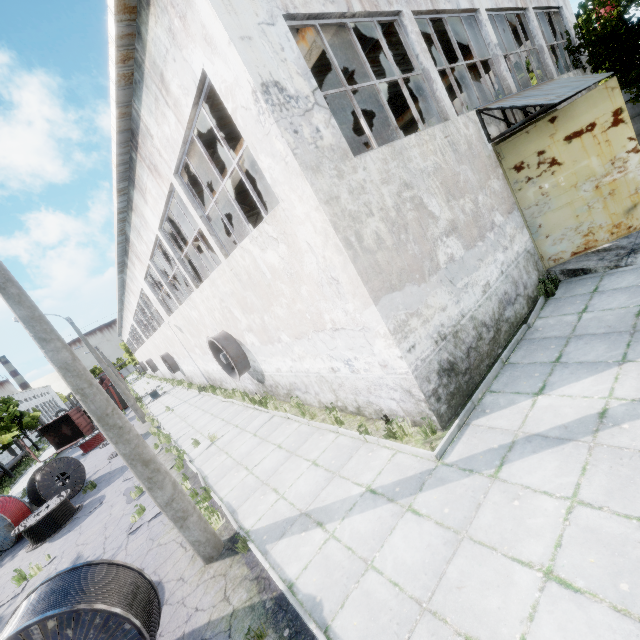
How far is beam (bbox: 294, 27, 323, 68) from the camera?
A: 7.02m

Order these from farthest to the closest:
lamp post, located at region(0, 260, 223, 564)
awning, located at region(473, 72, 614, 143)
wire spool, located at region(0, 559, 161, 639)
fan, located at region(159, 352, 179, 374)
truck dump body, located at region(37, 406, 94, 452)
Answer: truck dump body, located at region(37, 406, 94, 452)
fan, located at region(159, 352, 179, 374)
awning, located at region(473, 72, 614, 143)
lamp post, located at region(0, 260, 223, 564)
wire spool, located at region(0, 559, 161, 639)

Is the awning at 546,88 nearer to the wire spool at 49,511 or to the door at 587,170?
the door at 587,170

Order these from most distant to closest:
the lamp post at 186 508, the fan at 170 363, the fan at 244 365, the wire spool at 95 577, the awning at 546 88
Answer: the fan at 170 363 < the fan at 244 365 < the awning at 546 88 < the lamp post at 186 508 < the wire spool at 95 577

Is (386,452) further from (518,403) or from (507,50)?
(507,50)

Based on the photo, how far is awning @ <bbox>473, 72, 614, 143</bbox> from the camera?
7.86m

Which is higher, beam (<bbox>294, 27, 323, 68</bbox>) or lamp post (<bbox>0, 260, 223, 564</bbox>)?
beam (<bbox>294, 27, 323, 68</bbox>)

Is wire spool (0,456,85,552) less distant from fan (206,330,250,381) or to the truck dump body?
fan (206,330,250,381)
